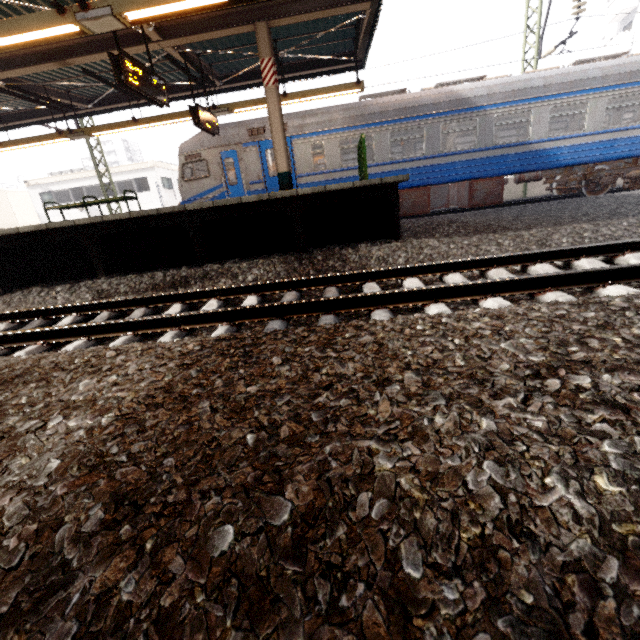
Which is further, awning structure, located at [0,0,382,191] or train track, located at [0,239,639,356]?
awning structure, located at [0,0,382,191]

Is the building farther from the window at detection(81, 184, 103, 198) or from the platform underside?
the window at detection(81, 184, 103, 198)

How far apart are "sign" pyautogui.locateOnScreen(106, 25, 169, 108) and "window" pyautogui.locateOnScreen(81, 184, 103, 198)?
26.59m

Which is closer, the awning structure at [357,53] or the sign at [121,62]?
the awning structure at [357,53]

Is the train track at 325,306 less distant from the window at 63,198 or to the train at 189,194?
the train at 189,194

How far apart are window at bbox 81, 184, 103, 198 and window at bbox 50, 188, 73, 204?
1.1 meters

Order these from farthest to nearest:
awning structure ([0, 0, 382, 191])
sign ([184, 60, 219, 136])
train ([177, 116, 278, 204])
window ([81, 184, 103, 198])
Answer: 1. window ([81, 184, 103, 198])
2. train ([177, 116, 278, 204])
3. sign ([184, 60, 219, 136])
4. awning structure ([0, 0, 382, 191])

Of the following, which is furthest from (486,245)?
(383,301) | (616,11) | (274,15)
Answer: (616,11)
